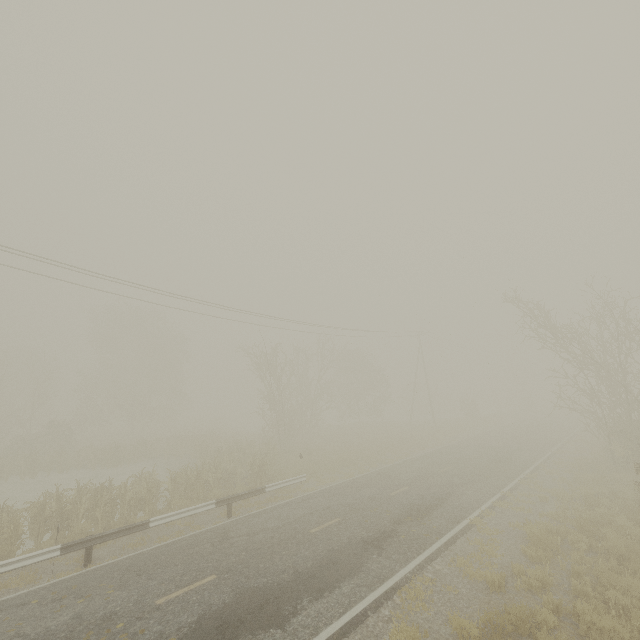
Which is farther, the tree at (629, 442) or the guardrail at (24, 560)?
the tree at (629, 442)

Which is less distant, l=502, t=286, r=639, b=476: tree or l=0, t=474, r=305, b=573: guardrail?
l=0, t=474, r=305, b=573: guardrail

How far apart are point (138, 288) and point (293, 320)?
11.0 meters

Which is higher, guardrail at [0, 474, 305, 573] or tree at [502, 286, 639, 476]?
tree at [502, 286, 639, 476]

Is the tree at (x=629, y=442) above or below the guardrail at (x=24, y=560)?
above
